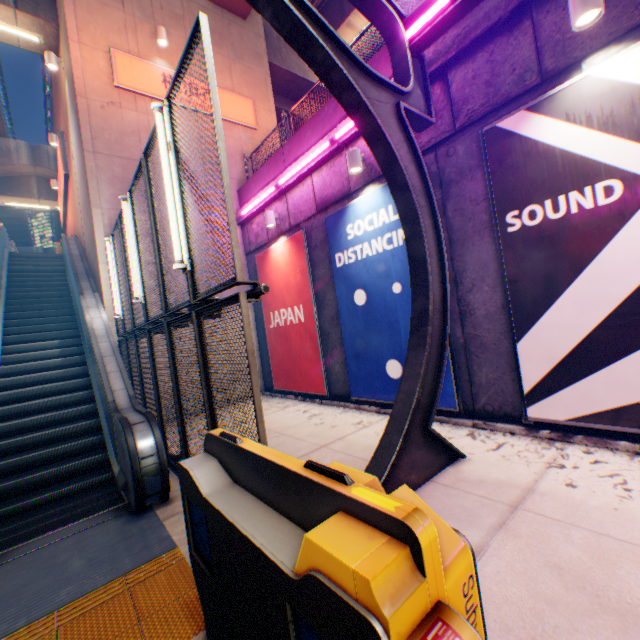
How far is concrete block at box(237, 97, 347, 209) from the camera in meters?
7.3

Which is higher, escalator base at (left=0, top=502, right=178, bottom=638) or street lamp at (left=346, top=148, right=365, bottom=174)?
street lamp at (left=346, top=148, right=365, bottom=174)

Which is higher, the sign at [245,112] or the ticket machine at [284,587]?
the sign at [245,112]

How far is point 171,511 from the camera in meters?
4.0 m

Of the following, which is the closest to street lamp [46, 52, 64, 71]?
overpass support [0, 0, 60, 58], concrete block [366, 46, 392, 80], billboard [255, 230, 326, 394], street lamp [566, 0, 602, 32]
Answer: overpass support [0, 0, 60, 58]

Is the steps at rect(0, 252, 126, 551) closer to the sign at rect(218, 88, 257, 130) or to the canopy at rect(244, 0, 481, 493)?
the canopy at rect(244, 0, 481, 493)

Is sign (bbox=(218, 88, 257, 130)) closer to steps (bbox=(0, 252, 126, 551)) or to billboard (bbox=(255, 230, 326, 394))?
billboard (bbox=(255, 230, 326, 394))

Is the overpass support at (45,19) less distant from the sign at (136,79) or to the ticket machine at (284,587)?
the sign at (136,79)
